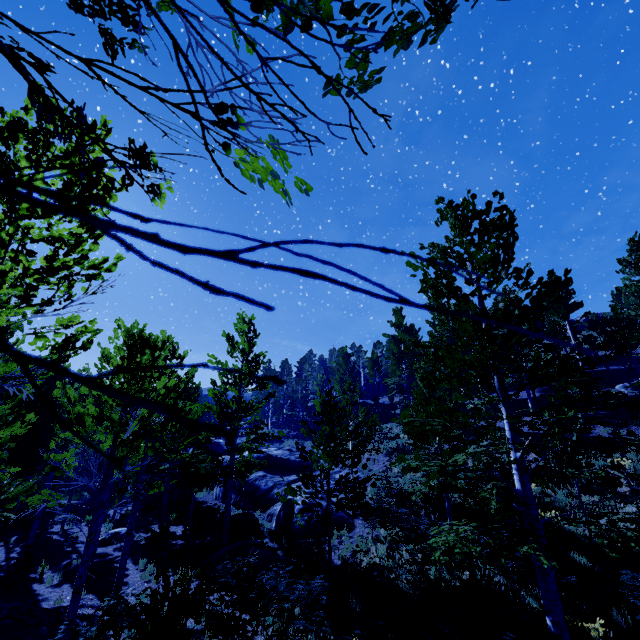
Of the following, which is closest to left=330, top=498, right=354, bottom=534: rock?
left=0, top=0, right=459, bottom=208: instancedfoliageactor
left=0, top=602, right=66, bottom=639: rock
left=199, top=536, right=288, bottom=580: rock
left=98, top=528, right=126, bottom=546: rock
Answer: left=0, top=0, right=459, bottom=208: instancedfoliageactor

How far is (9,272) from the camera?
3.3 meters

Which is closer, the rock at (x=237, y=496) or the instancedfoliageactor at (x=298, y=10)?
the instancedfoliageactor at (x=298, y=10)

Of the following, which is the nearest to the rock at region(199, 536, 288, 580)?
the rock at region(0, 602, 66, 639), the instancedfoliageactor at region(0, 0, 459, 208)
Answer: the instancedfoliageactor at region(0, 0, 459, 208)

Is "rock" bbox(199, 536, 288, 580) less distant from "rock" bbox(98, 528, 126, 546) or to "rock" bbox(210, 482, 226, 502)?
"rock" bbox(210, 482, 226, 502)

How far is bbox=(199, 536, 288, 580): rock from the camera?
11.1m

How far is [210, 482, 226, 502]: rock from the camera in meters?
22.2 m

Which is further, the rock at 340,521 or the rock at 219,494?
the rock at 219,494
